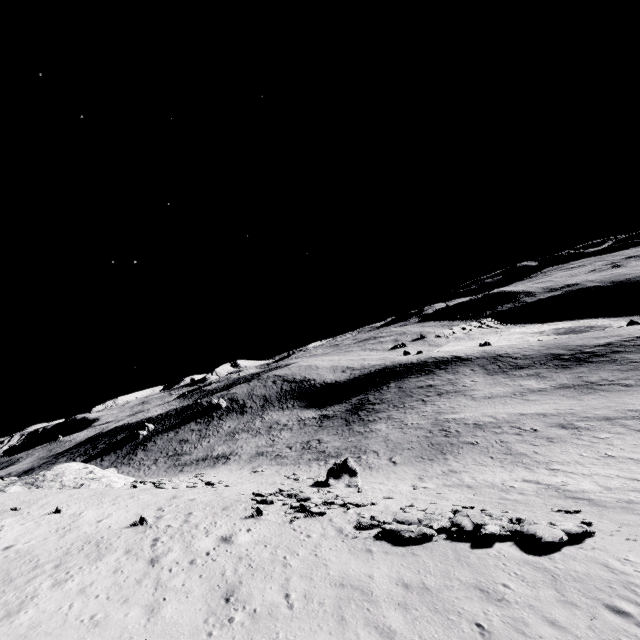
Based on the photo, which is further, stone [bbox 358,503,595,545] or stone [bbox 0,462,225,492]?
stone [bbox 0,462,225,492]

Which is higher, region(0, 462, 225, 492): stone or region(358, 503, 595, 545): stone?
region(0, 462, 225, 492): stone

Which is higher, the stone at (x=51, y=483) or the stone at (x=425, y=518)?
the stone at (x=51, y=483)

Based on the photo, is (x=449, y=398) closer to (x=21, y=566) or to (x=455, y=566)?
(x=455, y=566)

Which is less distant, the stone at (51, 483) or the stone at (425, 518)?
the stone at (425, 518)

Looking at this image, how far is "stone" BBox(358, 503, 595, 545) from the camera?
12.93m
